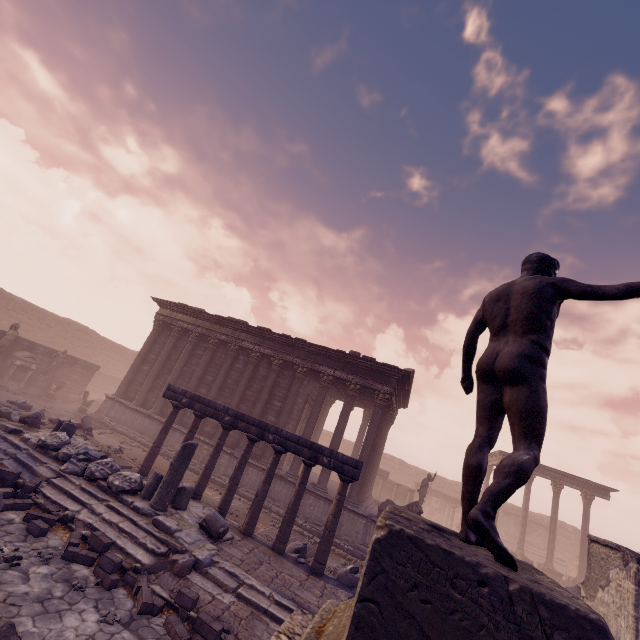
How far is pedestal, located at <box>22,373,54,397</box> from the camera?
18.4 meters

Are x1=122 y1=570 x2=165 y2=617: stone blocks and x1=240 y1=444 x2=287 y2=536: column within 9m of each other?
yes

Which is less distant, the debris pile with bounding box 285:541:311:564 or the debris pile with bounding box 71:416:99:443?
the debris pile with bounding box 285:541:311:564

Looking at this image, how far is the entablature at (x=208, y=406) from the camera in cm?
948

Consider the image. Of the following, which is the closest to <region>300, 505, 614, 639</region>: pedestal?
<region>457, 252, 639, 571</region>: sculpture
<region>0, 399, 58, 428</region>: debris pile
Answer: <region>457, 252, 639, 571</region>: sculpture

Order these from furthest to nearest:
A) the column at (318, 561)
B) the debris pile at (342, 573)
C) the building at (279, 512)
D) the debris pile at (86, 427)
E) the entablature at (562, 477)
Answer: the entablature at (562, 477) → the building at (279, 512) → the debris pile at (86, 427) → the column at (318, 561) → the debris pile at (342, 573)

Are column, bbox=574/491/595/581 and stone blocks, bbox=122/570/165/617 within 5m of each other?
no

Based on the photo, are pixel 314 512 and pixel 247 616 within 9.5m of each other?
yes
